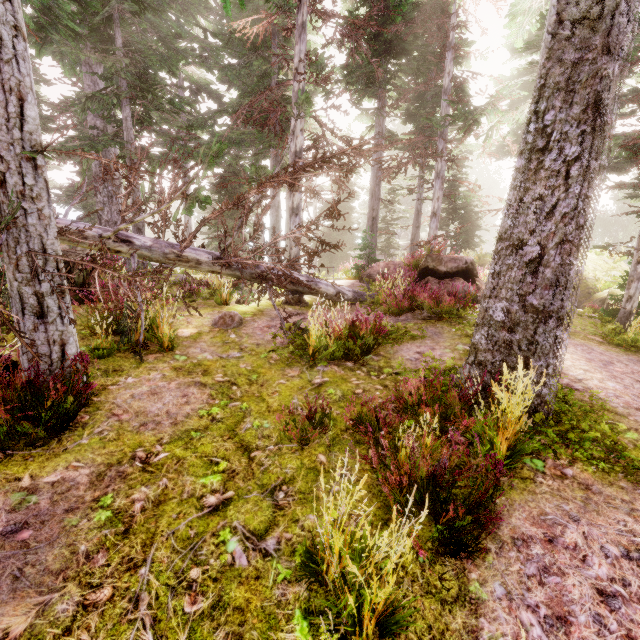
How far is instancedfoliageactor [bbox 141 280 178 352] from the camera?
5.7m

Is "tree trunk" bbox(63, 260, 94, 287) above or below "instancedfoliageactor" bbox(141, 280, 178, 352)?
above

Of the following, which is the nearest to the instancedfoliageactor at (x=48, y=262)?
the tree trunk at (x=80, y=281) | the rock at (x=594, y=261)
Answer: the rock at (x=594, y=261)

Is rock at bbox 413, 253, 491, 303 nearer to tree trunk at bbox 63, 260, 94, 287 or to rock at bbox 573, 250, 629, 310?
rock at bbox 573, 250, 629, 310

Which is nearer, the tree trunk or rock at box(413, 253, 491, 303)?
the tree trunk

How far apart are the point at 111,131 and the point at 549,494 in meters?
25.8 m

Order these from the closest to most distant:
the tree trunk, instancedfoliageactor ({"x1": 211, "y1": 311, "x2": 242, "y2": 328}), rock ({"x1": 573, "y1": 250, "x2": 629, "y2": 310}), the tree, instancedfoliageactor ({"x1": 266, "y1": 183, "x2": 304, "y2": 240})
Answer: the tree
instancedfoliageactor ({"x1": 211, "y1": 311, "x2": 242, "y2": 328})
the tree trunk
instancedfoliageactor ({"x1": 266, "y1": 183, "x2": 304, "y2": 240})
rock ({"x1": 573, "y1": 250, "x2": 629, "y2": 310})
